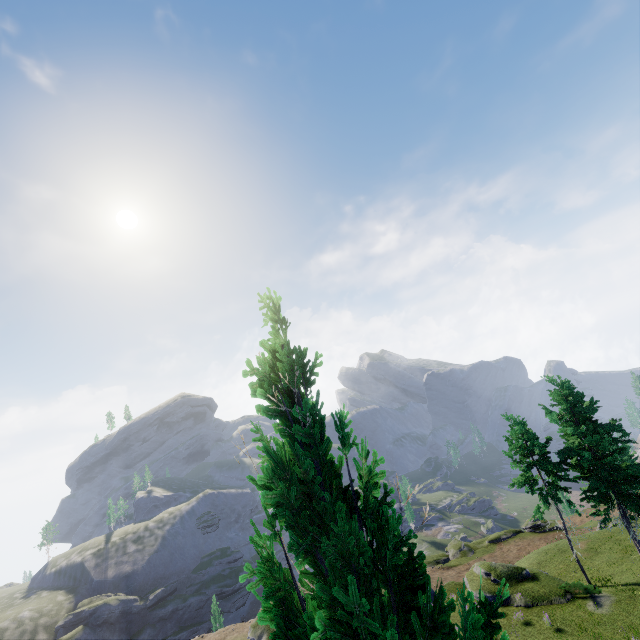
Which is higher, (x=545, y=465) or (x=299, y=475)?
(x=299, y=475)
